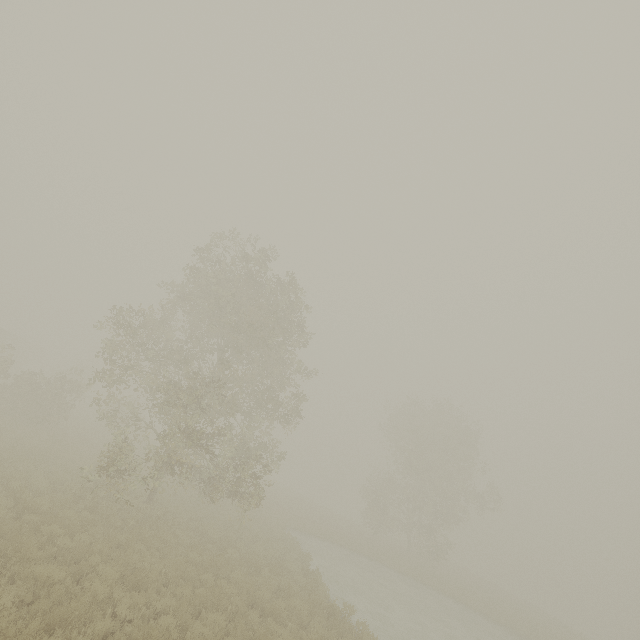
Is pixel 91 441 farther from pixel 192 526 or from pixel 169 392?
pixel 169 392

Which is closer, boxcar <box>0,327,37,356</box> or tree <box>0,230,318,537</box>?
tree <box>0,230,318,537</box>

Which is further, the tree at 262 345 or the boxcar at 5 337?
the boxcar at 5 337
